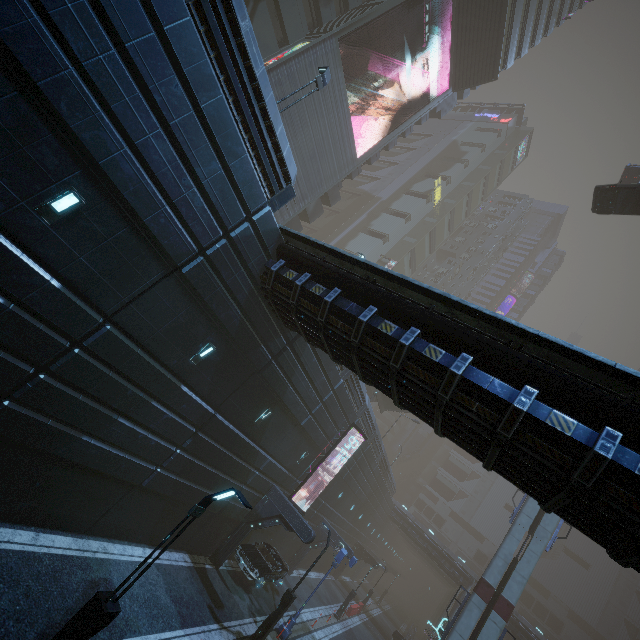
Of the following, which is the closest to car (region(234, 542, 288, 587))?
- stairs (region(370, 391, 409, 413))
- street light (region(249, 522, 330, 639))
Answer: street light (region(249, 522, 330, 639))

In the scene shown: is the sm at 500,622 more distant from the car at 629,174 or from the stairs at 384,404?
the stairs at 384,404

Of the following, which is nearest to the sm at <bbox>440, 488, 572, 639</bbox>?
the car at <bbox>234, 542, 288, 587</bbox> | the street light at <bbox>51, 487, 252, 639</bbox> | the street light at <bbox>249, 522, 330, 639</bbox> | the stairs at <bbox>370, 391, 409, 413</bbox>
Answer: the stairs at <bbox>370, 391, 409, 413</bbox>

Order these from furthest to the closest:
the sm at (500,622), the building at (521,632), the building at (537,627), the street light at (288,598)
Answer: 1. the building at (537,627)
2. the building at (521,632)
3. the sm at (500,622)
4. the street light at (288,598)

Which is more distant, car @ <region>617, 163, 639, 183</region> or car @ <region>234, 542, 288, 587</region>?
car @ <region>617, 163, 639, 183</region>

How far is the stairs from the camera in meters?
34.5 m

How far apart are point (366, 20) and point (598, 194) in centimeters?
1995cm

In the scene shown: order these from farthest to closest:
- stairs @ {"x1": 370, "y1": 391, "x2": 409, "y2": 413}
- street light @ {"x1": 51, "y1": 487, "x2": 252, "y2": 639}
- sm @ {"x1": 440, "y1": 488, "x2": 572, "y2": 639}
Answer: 1. stairs @ {"x1": 370, "y1": 391, "x2": 409, "y2": 413}
2. sm @ {"x1": 440, "y1": 488, "x2": 572, "y2": 639}
3. street light @ {"x1": 51, "y1": 487, "x2": 252, "y2": 639}
